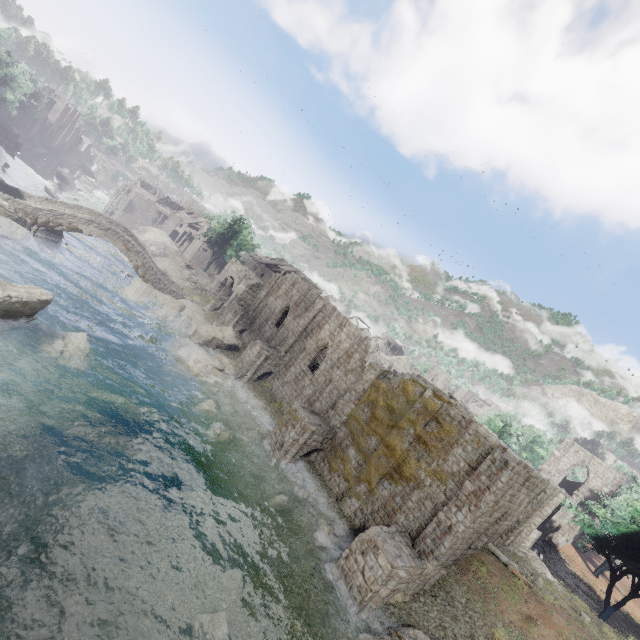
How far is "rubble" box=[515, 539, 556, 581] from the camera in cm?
2556

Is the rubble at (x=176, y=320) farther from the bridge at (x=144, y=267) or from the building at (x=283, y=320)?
the building at (x=283, y=320)

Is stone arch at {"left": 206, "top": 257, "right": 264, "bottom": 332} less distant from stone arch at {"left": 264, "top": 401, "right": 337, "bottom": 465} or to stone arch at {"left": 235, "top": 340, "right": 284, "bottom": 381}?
stone arch at {"left": 235, "top": 340, "right": 284, "bottom": 381}

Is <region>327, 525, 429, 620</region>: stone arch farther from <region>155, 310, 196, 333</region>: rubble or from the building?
<region>155, 310, 196, 333</region>: rubble

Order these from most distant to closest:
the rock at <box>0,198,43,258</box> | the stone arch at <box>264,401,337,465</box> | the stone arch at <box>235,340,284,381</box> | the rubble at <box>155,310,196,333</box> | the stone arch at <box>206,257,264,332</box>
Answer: the stone arch at <box>206,257,264,332</box>, the rubble at <box>155,310,196,333</box>, the stone arch at <box>235,340,284,381</box>, the rock at <box>0,198,43,258</box>, the stone arch at <box>264,401,337,465</box>

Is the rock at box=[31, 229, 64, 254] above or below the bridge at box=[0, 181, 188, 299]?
below

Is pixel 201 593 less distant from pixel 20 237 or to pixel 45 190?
pixel 20 237

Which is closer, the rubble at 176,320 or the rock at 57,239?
the rock at 57,239
